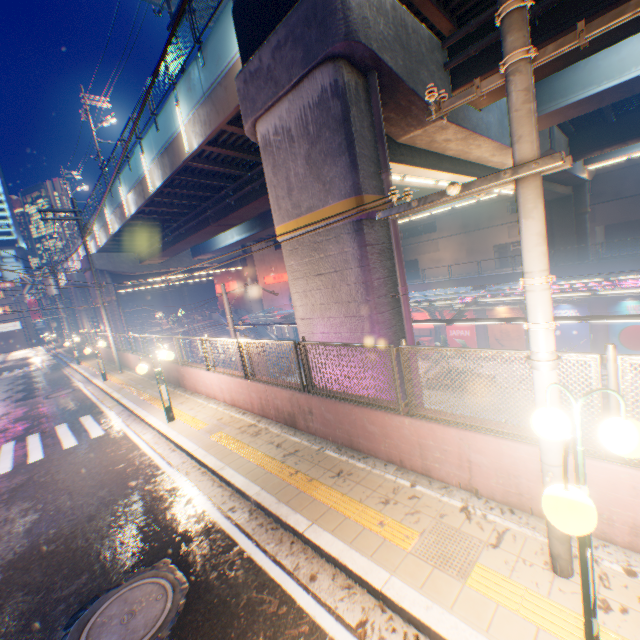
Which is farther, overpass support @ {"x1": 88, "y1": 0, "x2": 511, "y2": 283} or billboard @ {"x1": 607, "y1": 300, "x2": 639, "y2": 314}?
billboard @ {"x1": 607, "y1": 300, "x2": 639, "y2": 314}

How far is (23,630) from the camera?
4.1 meters

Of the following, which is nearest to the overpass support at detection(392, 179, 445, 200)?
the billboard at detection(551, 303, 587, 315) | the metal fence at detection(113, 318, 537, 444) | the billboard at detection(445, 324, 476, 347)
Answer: the metal fence at detection(113, 318, 537, 444)

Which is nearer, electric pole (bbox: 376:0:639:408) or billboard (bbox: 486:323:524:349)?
electric pole (bbox: 376:0:639:408)

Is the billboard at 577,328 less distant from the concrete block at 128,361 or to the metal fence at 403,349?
the metal fence at 403,349

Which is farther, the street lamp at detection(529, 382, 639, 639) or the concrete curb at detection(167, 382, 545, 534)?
the concrete curb at detection(167, 382, 545, 534)

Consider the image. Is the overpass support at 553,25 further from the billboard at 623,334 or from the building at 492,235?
the building at 492,235

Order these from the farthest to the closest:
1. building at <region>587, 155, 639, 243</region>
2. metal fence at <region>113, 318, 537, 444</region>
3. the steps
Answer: the steps → building at <region>587, 155, 639, 243</region> → metal fence at <region>113, 318, 537, 444</region>
